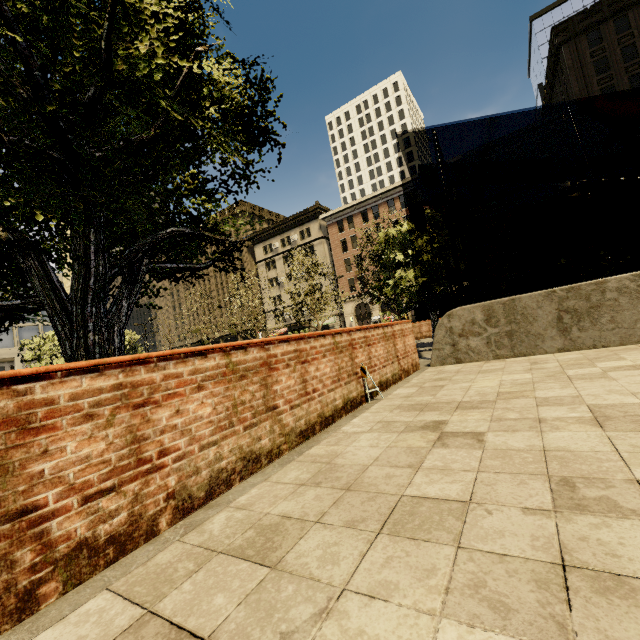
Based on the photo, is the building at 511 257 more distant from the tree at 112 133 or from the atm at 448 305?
the atm at 448 305

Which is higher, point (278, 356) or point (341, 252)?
point (341, 252)

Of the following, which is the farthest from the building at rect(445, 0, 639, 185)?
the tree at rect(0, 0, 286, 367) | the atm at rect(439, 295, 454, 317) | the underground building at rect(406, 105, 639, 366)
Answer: the underground building at rect(406, 105, 639, 366)

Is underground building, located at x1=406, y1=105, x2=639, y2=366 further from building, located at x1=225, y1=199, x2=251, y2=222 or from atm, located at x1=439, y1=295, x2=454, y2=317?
building, located at x1=225, y1=199, x2=251, y2=222

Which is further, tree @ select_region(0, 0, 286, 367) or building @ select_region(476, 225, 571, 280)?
building @ select_region(476, 225, 571, 280)

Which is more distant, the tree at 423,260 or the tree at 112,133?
the tree at 423,260

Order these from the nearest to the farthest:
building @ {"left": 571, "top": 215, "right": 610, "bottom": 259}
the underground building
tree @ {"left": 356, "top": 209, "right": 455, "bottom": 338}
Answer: the underground building < tree @ {"left": 356, "top": 209, "right": 455, "bottom": 338} < building @ {"left": 571, "top": 215, "right": 610, "bottom": 259}

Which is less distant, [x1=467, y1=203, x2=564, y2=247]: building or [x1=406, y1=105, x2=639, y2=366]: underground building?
[x1=406, y1=105, x2=639, y2=366]: underground building
